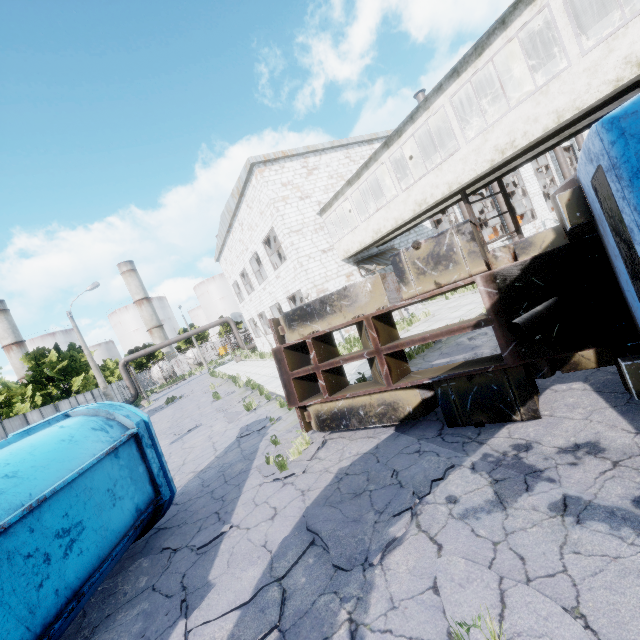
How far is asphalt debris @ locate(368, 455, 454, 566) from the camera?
3.6m

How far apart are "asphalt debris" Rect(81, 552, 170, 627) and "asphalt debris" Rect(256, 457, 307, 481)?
1.0 meters

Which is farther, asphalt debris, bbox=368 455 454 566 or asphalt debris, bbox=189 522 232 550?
asphalt debris, bbox=189 522 232 550

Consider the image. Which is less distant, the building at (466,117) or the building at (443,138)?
the building at (466,117)

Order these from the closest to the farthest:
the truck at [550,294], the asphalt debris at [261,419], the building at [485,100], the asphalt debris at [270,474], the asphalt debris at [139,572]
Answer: the truck at [550,294], the asphalt debris at [139,572], the asphalt debris at [270,474], the asphalt debris at [261,419], the building at [485,100]

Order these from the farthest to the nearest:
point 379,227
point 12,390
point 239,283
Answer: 1. point 239,283
2. point 12,390
3. point 379,227

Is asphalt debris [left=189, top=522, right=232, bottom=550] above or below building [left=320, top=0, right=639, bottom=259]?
below
